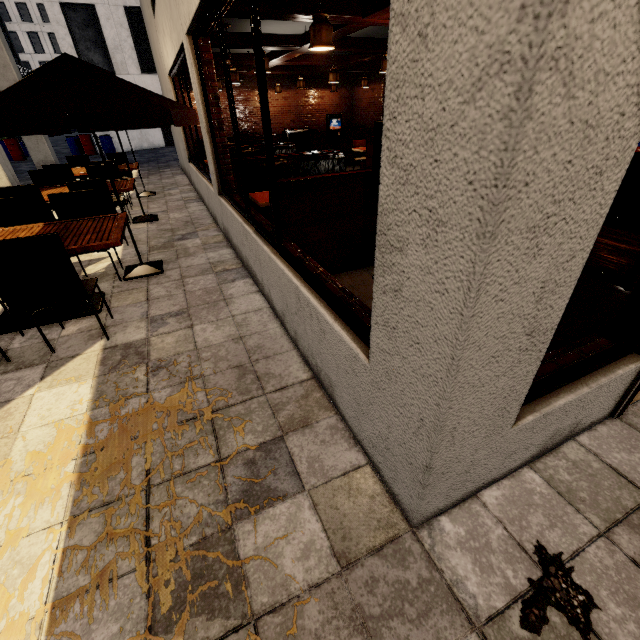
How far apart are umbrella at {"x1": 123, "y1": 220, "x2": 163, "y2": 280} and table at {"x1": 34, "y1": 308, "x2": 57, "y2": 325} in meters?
0.9

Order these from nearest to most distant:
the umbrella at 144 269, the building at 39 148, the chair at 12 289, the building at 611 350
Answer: → the building at 611 350 < the chair at 12 289 < the umbrella at 144 269 < the building at 39 148

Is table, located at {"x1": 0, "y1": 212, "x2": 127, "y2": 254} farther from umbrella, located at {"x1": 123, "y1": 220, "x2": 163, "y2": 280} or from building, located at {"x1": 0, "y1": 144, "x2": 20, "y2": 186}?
building, located at {"x1": 0, "y1": 144, "x2": 20, "y2": 186}

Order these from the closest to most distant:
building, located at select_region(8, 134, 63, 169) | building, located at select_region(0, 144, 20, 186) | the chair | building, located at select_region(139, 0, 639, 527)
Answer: building, located at select_region(139, 0, 639, 527)
the chair
building, located at select_region(0, 144, 20, 186)
building, located at select_region(8, 134, 63, 169)

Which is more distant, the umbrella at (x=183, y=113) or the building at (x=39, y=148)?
the building at (x=39, y=148)

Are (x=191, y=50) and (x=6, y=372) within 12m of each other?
yes

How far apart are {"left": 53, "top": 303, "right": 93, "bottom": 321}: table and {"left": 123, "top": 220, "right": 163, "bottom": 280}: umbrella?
0.41m

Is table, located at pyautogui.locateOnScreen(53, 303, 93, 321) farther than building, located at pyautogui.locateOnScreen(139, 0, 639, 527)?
Yes
